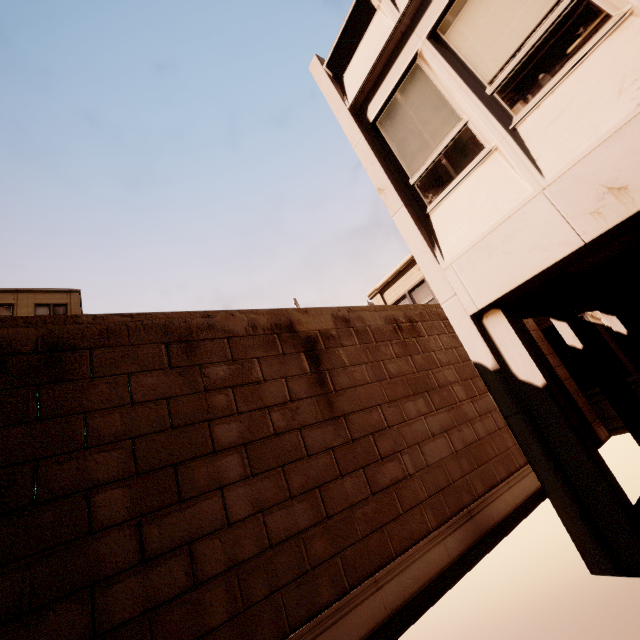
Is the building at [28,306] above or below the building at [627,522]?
above

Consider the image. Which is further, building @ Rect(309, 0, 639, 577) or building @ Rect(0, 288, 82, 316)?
building @ Rect(0, 288, 82, 316)

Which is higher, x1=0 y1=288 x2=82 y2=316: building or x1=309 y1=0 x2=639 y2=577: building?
x1=0 y1=288 x2=82 y2=316: building

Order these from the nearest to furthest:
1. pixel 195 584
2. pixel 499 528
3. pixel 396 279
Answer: pixel 195 584, pixel 499 528, pixel 396 279

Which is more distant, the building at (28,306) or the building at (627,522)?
the building at (28,306)
